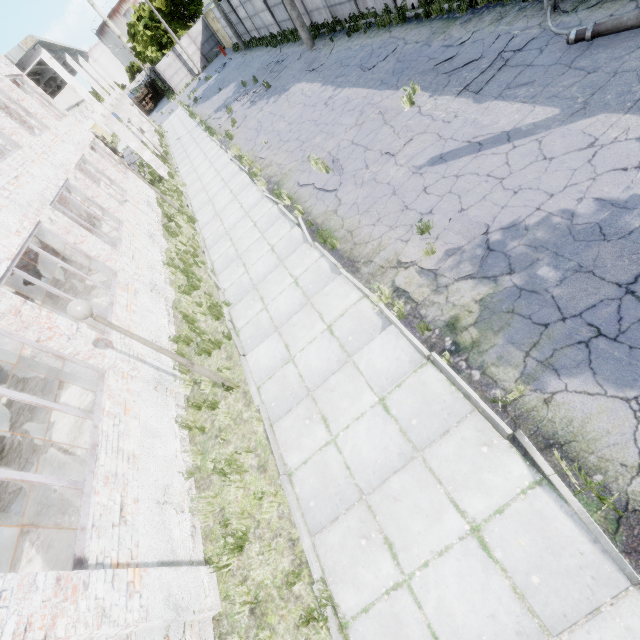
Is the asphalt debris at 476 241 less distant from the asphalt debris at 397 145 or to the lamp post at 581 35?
the asphalt debris at 397 145

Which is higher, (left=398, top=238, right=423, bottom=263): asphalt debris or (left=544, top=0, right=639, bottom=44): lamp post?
(left=544, top=0, right=639, bottom=44): lamp post

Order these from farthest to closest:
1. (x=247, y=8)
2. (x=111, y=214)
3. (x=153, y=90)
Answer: (x=153, y=90) < (x=247, y=8) < (x=111, y=214)

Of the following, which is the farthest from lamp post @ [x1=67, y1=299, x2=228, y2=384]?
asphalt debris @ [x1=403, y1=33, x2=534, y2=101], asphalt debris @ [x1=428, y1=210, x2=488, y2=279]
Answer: asphalt debris @ [x1=403, y1=33, x2=534, y2=101]

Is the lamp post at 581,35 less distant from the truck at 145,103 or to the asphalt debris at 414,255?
the asphalt debris at 414,255

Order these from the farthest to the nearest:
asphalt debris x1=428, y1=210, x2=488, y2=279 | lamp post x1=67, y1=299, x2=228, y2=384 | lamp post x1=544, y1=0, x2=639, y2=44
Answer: lamp post x1=544, y1=0, x2=639, y2=44 < asphalt debris x1=428, y1=210, x2=488, y2=279 < lamp post x1=67, y1=299, x2=228, y2=384

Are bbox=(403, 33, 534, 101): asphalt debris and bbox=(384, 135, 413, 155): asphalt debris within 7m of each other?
yes

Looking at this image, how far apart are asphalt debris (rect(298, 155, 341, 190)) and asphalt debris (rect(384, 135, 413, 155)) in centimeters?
138cm
